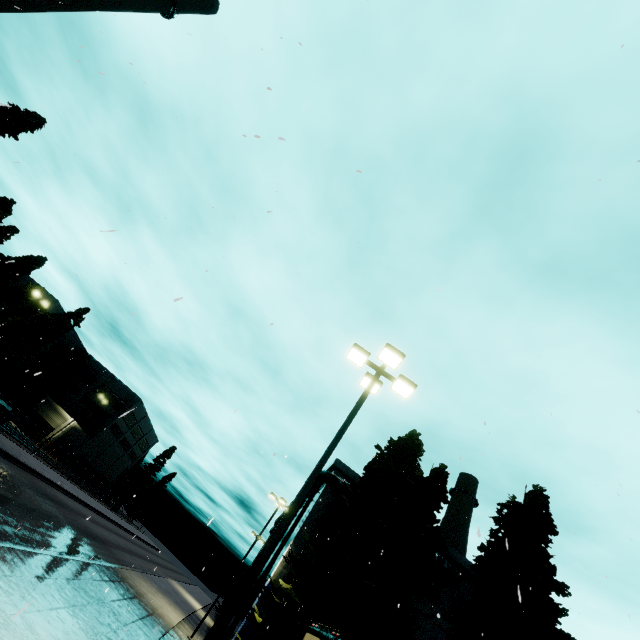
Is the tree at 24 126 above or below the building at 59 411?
above

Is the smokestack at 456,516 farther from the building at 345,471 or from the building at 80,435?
the building at 80,435

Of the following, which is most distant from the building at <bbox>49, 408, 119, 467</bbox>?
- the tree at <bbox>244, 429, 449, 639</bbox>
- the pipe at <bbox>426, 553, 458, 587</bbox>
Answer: the pipe at <bbox>426, 553, 458, 587</bbox>

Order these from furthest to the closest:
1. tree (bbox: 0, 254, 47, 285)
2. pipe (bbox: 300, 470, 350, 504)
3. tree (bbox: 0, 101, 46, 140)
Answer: tree (bbox: 0, 254, 47, 285) < pipe (bbox: 300, 470, 350, 504) < tree (bbox: 0, 101, 46, 140)

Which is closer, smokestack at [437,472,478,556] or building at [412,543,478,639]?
building at [412,543,478,639]

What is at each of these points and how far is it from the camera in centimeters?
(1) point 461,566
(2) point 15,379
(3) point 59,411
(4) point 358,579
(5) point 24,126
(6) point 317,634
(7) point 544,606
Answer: (1) building, 2767cm
(2) cargo container, 2839cm
(3) building, 5116cm
(4) tree, 1351cm
(5) tree, 2730cm
(6) semi trailer, 600cm
(7) tree, 1653cm

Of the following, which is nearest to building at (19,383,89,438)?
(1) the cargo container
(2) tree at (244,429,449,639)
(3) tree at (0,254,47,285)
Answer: (3) tree at (0,254,47,285)

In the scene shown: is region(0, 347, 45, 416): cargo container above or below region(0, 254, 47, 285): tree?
below
